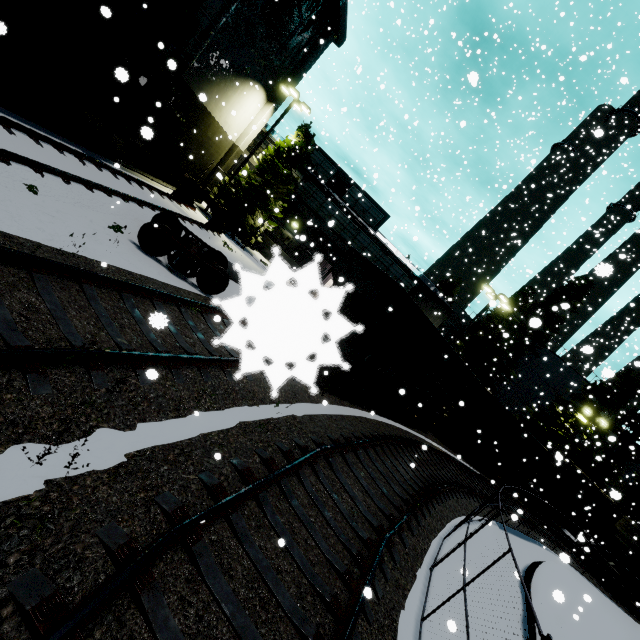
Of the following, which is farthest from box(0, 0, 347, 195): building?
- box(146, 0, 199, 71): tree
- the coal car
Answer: the coal car

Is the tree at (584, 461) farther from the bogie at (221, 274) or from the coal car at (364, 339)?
the bogie at (221, 274)

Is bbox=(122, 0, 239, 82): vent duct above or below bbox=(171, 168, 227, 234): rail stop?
above

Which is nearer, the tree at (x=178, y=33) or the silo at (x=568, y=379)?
the tree at (x=178, y=33)

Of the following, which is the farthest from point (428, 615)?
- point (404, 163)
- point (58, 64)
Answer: point (404, 163)

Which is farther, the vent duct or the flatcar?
the vent duct

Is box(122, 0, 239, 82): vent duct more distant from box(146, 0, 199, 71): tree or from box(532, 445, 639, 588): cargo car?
box(532, 445, 639, 588): cargo car

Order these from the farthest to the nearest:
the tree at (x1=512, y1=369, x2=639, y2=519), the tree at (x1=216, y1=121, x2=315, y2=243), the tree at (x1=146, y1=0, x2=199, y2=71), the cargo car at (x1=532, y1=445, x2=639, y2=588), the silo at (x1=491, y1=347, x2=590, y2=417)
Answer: the silo at (x1=491, y1=347, x2=590, y2=417) < the tree at (x1=512, y1=369, x2=639, y2=519) < the cargo car at (x1=532, y1=445, x2=639, y2=588) < the tree at (x1=216, y1=121, x2=315, y2=243) < the tree at (x1=146, y1=0, x2=199, y2=71)
